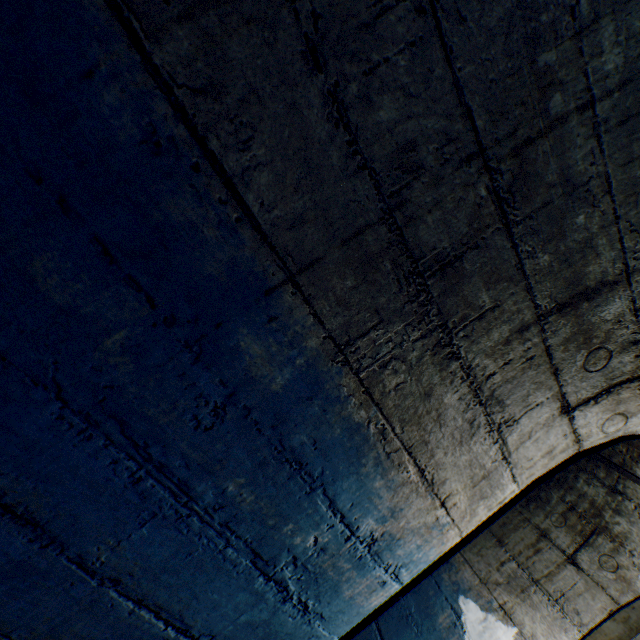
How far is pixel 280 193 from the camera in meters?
0.8 m
